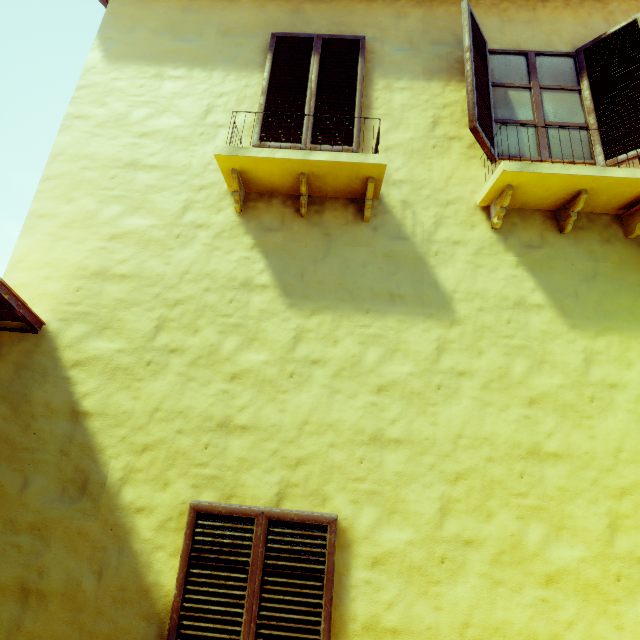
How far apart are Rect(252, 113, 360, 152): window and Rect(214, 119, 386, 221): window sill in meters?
0.5 m

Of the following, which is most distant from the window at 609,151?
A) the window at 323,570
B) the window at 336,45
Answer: the window at 323,570

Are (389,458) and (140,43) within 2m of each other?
no

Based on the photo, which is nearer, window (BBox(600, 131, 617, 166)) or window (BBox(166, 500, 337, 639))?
window (BBox(166, 500, 337, 639))

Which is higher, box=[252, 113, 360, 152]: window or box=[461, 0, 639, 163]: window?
box=[461, 0, 639, 163]: window

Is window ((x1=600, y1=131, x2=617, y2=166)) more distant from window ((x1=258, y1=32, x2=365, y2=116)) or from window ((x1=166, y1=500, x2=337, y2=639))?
window ((x1=166, y1=500, x2=337, y2=639))

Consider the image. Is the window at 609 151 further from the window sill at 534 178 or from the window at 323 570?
the window at 323 570

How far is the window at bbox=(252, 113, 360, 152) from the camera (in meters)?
3.31
